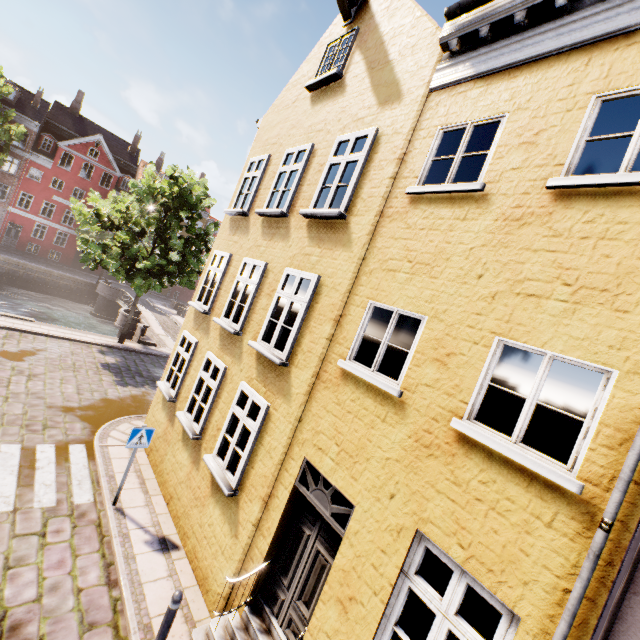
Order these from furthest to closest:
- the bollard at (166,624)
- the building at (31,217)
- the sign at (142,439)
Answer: the building at (31,217)
the sign at (142,439)
the bollard at (166,624)

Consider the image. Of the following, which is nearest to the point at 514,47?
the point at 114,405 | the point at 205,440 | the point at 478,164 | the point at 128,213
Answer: the point at 478,164

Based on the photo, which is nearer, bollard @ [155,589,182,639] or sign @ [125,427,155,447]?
bollard @ [155,589,182,639]

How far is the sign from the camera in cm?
711

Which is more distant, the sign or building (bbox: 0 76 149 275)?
building (bbox: 0 76 149 275)

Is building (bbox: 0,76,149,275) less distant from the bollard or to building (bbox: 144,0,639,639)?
building (bbox: 144,0,639,639)

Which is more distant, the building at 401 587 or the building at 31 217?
the building at 31 217

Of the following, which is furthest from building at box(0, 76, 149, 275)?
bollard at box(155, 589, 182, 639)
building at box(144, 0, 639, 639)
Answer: bollard at box(155, 589, 182, 639)
